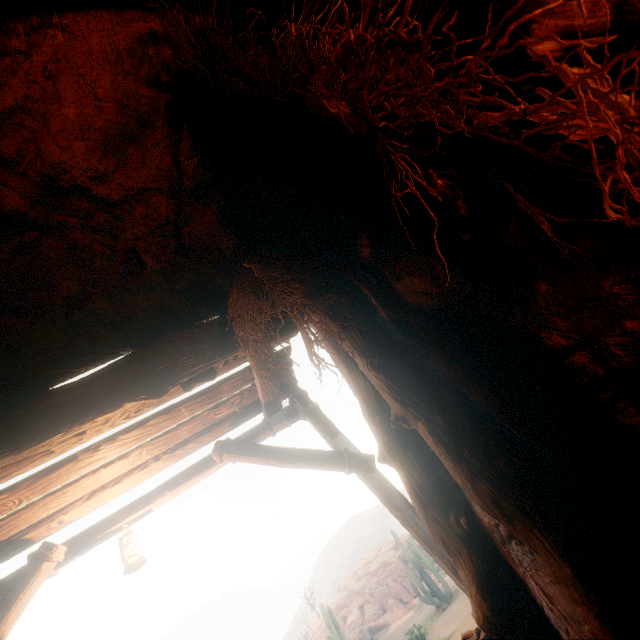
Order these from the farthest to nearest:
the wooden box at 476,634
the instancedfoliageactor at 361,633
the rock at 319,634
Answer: the rock at 319,634
the instancedfoliageactor at 361,633
the wooden box at 476,634

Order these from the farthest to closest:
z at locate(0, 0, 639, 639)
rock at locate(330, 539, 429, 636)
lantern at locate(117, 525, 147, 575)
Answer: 1. rock at locate(330, 539, 429, 636)
2. lantern at locate(117, 525, 147, 575)
3. z at locate(0, 0, 639, 639)

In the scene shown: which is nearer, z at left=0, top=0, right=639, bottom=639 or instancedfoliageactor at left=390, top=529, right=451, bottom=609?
z at left=0, top=0, right=639, bottom=639

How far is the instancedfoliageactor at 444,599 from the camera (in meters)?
15.87

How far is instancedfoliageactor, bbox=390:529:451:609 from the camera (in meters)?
15.87

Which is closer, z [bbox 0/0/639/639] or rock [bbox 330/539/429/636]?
z [bbox 0/0/639/639]

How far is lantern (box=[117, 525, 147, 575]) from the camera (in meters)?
3.59

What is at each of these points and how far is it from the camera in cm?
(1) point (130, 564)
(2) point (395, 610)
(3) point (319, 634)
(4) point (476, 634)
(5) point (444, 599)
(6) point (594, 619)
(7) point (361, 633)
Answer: (1) lantern, 356
(2) rock, 2358
(3) rock, 2494
(4) wooden box, 313
(5) instancedfoliageactor, 1598
(6) z, 141
(7) instancedfoliageactor, 2080
